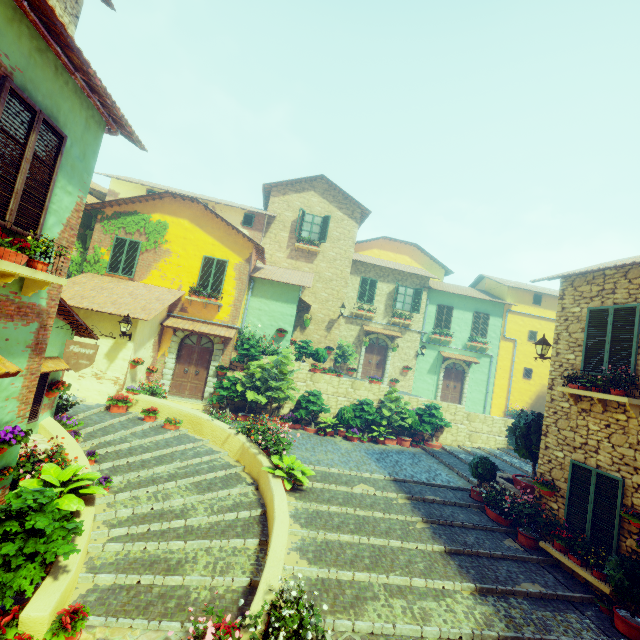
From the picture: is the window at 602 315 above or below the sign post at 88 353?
above

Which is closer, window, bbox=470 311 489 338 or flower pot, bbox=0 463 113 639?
flower pot, bbox=0 463 113 639

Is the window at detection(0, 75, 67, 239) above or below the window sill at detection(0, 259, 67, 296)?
above

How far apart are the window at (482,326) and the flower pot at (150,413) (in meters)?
18.60

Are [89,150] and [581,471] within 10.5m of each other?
no

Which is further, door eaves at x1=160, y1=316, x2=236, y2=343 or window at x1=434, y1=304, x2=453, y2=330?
window at x1=434, y1=304, x2=453, y2=330

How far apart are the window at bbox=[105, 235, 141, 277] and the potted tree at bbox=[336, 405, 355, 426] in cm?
1080

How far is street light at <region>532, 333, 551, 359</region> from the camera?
9.45m
